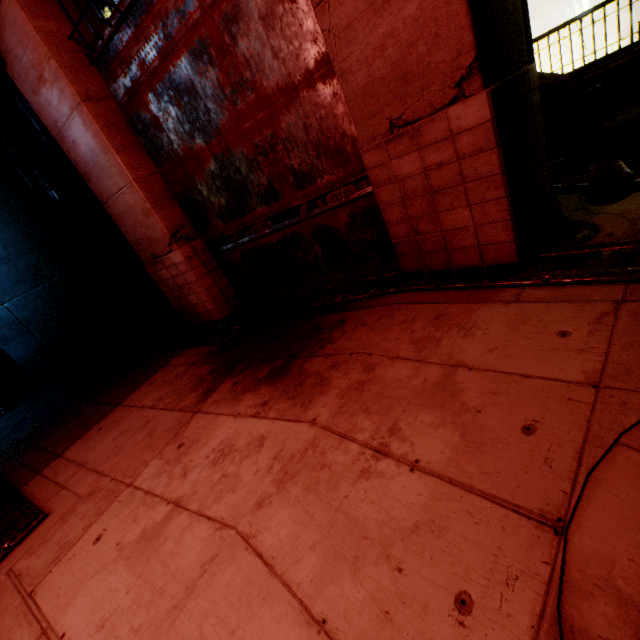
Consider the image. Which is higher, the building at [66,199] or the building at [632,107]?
the building at [66,199]

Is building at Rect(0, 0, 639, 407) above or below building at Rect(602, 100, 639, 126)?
above

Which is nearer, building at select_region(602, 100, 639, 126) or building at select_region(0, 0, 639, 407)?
building at select_region(0, 0, 639, 407)

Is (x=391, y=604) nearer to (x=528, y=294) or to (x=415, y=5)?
(x=528, y=294)

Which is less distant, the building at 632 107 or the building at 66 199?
the building at 66 199
